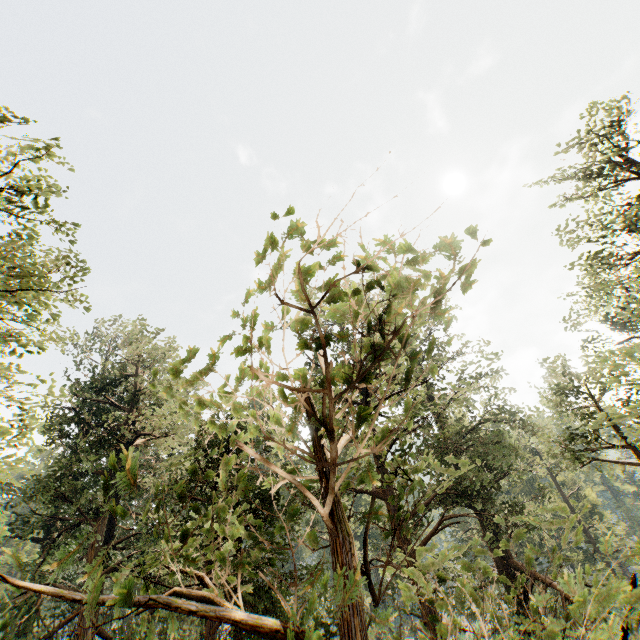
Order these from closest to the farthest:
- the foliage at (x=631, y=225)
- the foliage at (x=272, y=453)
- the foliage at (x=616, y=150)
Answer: the foliage at (x=272, y=453) < the foliage at (x=631, y=225) < the foliage at (x=616, y=150)

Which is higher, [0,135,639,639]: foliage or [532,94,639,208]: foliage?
[532,94,639,208]: foliage

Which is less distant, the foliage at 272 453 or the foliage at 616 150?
the foliage at 272 453

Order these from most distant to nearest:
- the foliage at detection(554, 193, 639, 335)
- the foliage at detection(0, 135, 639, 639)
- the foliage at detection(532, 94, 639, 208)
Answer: the foliage at detection(532, 94, 639, 208), the foliage at detection(554, 193, 639, 335), the foliage at detection(0, 135, 639, 639)

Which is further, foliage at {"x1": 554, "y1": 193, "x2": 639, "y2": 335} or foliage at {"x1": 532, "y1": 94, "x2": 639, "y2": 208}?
foliage at {"x1": 532, "y1": 94, "x2": 639, "y2": 208}

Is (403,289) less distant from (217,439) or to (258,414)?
(258,414)
